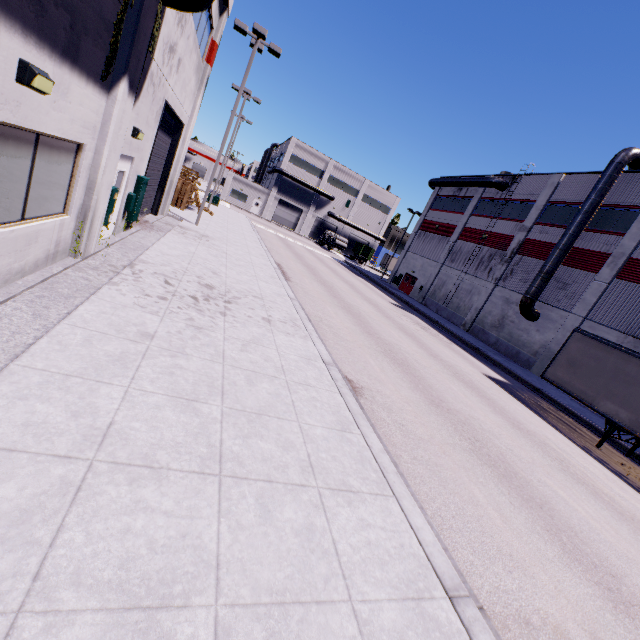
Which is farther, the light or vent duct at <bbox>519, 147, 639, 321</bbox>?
Result: vent duct at <bbox>519, 147, 639, 321</bbox>

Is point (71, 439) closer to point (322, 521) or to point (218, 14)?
point (322, 521)

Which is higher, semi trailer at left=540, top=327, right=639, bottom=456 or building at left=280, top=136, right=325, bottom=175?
building at left=280, top=136, right=325, bottom=175

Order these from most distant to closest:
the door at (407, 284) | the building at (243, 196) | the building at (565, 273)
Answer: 1. the building at (243, 196)
2. the door at (407, 284)
3. the building at (565, 273)

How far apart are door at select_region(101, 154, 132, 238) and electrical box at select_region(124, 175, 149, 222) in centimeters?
5cm

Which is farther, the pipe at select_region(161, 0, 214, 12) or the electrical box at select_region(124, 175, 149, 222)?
the electrical box at select_region(124, 175, 149, 222)

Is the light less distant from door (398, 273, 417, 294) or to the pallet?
the pallet

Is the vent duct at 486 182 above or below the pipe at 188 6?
above
